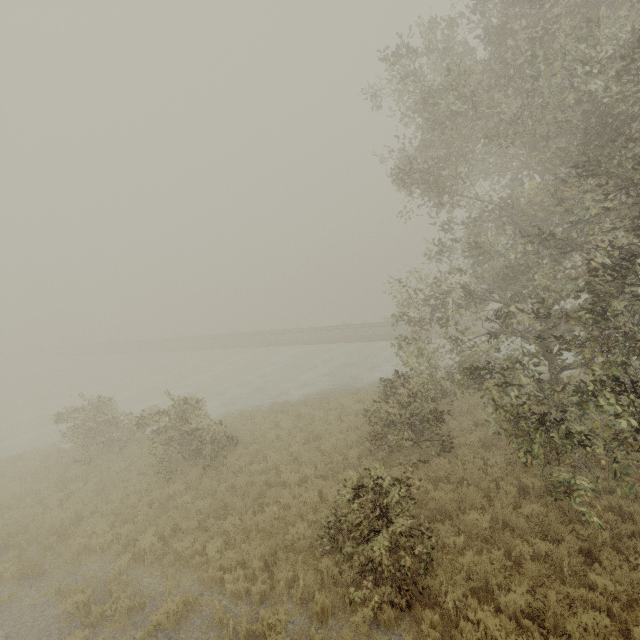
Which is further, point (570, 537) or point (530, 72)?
point (570, 537)
